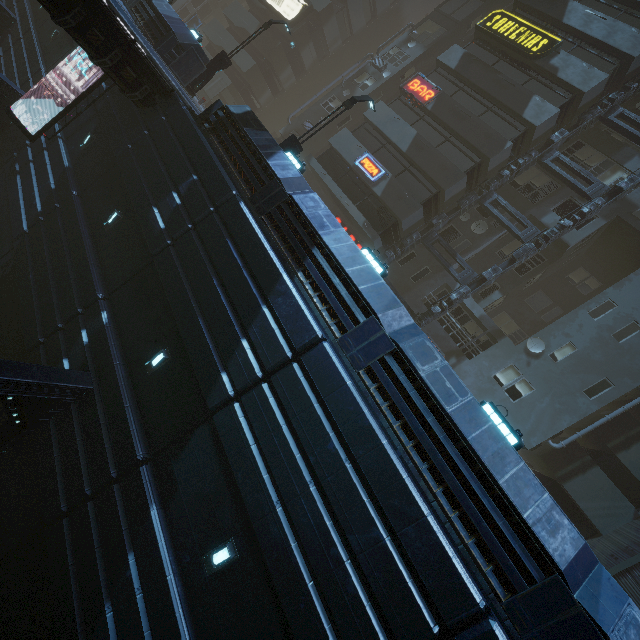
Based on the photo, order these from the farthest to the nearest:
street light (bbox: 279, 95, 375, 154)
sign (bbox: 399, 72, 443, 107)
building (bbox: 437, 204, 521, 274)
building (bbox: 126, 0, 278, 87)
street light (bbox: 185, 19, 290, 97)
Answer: sign (bbox: 399, 72, 443, 107) < building (bbox: 437, 204, 521, 274) < street light (bbox: 185, 19, 290, 97) < building (bbox: 126, 0, 278, 87) < street light (bbox: 279, 95, 375, 154)

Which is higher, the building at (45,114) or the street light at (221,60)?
the street light at (221,60)

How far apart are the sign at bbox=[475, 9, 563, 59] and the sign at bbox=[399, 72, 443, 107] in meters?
4.3

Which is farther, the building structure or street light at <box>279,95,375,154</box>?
the building structure

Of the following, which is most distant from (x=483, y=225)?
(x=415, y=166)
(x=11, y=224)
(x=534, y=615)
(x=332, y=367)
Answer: (x=11, y=224)

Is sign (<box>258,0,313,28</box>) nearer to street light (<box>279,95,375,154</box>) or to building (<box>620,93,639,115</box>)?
building (<box>620,93,639,115</box>)

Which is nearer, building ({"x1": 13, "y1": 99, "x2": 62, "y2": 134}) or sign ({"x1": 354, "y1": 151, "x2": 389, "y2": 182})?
building ({"x1": 13, "y1": 99, "x2": 62, "y2": 134})

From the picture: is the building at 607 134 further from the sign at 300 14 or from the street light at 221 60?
the street light at 221 60
